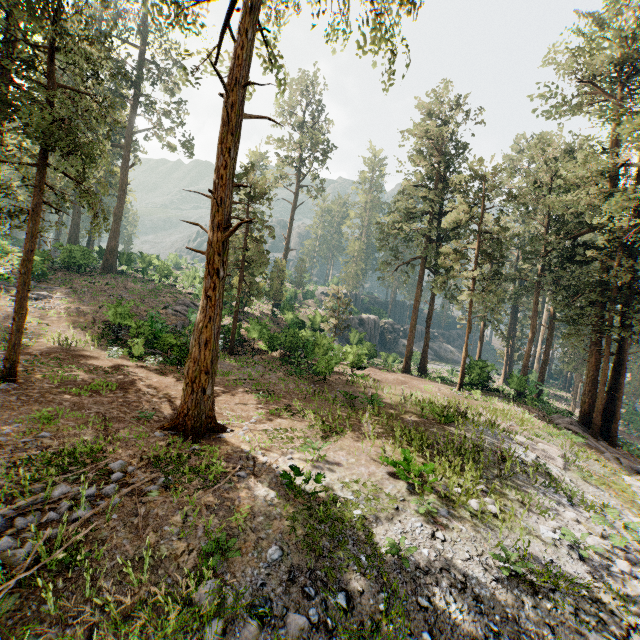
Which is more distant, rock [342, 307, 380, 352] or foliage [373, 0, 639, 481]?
rock [342, 307, 380, 352]

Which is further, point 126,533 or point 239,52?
point 239,52

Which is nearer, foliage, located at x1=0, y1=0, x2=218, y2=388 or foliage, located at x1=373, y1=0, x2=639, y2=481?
foliage, located at x1=0, y1=0, x2=218, y2=388

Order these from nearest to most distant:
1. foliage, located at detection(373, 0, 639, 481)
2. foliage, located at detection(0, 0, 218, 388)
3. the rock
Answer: foliage, located at detection(0, 0, 218, 388), foliage, located at detection(373, 0, 639, 481), the rock

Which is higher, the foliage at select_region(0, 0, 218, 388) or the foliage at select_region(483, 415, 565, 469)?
the foliage at select_region(0, 0, 218, 388)

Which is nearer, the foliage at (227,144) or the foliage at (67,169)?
the foliage at (227,144)
